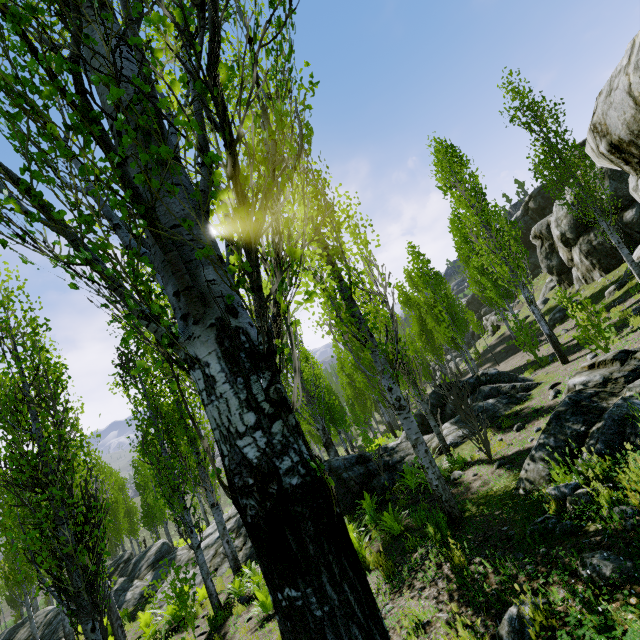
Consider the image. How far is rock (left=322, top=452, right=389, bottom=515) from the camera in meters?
11.0

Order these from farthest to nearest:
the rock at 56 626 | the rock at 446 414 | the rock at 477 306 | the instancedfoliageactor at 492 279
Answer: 1. the rock at 477 306
2. the rock at 56 626
3. the instancedfoliageactor at 492 279
4. the rock at 446 414

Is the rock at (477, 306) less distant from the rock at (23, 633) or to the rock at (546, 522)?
the rock at (23, 633)

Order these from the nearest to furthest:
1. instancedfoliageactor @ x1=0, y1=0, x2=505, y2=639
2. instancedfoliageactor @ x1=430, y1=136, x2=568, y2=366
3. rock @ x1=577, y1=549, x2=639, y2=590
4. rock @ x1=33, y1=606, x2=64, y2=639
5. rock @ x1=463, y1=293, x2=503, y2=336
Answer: instancedfoliageactor @ x1=0, y1=0, x2=505, y2=639 < rock @ x1=577, y1=549, x2=639, y2=590 < instancedfoliageactor @ x1=430, y1=136, x2=568, y2=366 < rock @ x1=33, y1=606, x2=64, y2=639 < rock @ x1=463, y1=293, x2=503, y2=336

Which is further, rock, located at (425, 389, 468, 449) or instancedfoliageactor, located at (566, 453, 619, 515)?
rock, located at (425, 389, 468, 449)

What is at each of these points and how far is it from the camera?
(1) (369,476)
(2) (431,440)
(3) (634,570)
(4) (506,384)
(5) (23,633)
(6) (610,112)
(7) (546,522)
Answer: (1) rock, 11.4m
(2) rock, 11.6m
(3) rock, 2.3m
(4) rock, 12.3m
(5) rock, 19.4m
(6) rock, 3.1m
(7) rock, 3.6m

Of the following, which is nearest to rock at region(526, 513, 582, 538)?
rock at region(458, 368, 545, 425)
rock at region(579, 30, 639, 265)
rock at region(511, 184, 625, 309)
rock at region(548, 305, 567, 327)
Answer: rock at region(579, 30, 639, 265)

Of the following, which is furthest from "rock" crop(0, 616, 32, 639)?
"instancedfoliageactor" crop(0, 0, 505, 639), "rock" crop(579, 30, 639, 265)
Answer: "rock" crop(579, 30, 639, 265)
